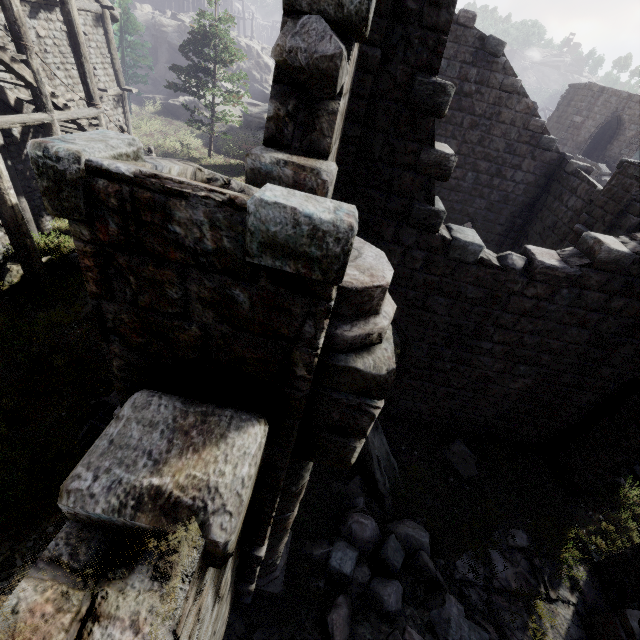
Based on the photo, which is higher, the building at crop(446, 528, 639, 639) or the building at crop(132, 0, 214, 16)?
the building at crop(132, 0, 214, 16)

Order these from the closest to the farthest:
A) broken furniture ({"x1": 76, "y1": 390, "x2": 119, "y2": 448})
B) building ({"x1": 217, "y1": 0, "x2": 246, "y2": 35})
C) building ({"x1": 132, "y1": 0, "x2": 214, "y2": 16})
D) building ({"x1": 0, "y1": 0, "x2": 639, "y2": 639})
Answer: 1. building ({"x1": 0, "y1": 0, "x2": 639, "y2": 639})
2. broken furniture ({"x1": 76, "y1": 390, "x2": 119, "y2": 448})
3. building ({"x1": 132, "y1": 0, "x2": 214, "y2": 16})
4. building ({"x1": 217, "y1": 0, "x2": 246, "y2": 35})

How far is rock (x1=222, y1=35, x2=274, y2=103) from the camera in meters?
35.4

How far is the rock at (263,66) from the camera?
35.41m

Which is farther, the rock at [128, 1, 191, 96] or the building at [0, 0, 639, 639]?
the rock at [128, 1, 191, 96]

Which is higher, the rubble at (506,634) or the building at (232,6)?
the building at (232,6)

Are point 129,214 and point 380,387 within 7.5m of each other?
yes

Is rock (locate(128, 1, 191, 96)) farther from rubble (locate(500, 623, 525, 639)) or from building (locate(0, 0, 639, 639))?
rubble (locate(500, 623, 525, 639))
